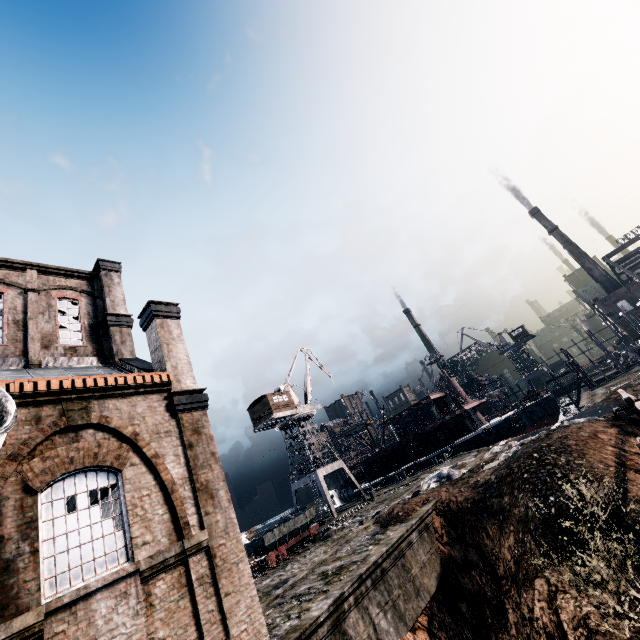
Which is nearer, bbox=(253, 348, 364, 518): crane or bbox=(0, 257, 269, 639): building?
bbox=(0, 257, 269, 639): building

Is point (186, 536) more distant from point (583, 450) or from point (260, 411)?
point (260, 411)

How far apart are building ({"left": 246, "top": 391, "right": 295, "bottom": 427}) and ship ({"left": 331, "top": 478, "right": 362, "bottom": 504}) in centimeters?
1904cm

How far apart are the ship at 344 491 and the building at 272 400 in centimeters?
A: 1904cm

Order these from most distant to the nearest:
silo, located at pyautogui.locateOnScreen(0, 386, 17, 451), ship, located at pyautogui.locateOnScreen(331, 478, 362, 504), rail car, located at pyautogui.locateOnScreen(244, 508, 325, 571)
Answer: ship, located at pyautogui.locateOnScreen(331, 478, 362, 504)
rail car, located at pyautogui.locateOnScreen(244, 508, 325, 571)
silo, located at pyautogui.locateOnScreen(0, 386, 17, 451)

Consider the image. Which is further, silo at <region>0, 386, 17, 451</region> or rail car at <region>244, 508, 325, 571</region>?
rail car at <region>244, 508, 325, 571</region>

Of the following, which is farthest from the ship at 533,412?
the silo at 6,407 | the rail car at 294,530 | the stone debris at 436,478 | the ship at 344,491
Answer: the silo at 6,407

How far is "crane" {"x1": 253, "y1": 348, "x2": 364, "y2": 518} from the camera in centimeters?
4209cm
